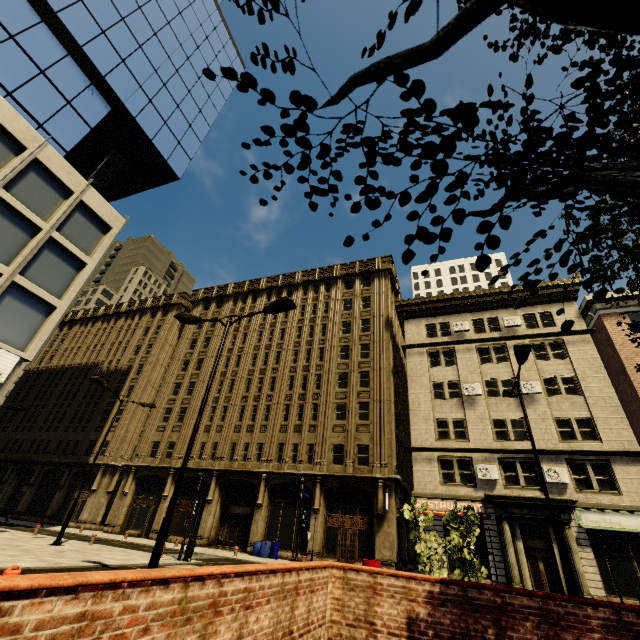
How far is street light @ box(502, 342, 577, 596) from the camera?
9.39m

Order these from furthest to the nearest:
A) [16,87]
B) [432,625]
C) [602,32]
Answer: [16,87] → [432,625] → [602,32]

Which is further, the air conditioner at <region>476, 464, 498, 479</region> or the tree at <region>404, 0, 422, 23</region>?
the air conditioner at <region>476, 464, 498, 479</region>

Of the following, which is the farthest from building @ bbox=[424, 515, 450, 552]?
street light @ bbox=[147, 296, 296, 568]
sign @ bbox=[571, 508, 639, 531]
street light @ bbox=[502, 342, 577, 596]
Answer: street light @ bbox=[502, 342, 577, 596]

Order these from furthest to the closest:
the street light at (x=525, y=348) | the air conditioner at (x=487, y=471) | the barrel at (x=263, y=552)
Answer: the barrel at (x=263, y=552), the air conditioner at (x=487, y=471), the street light at (x=525, y=348)

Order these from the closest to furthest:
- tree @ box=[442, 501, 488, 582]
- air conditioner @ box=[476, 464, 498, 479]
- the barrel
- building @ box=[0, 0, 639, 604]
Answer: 1. tree @ box=[442, 501, 488, 582]
2. building @ box=[0, 0, 639, 604]
3. air conditioner @ box=[476, 464, 498, 479]
4. the barrel

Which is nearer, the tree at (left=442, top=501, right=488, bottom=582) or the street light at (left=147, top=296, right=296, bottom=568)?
the street light at (left=147, top=296, right=296, bottom=568)

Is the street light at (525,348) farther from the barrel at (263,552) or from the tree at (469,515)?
the barrel at (263,552)
